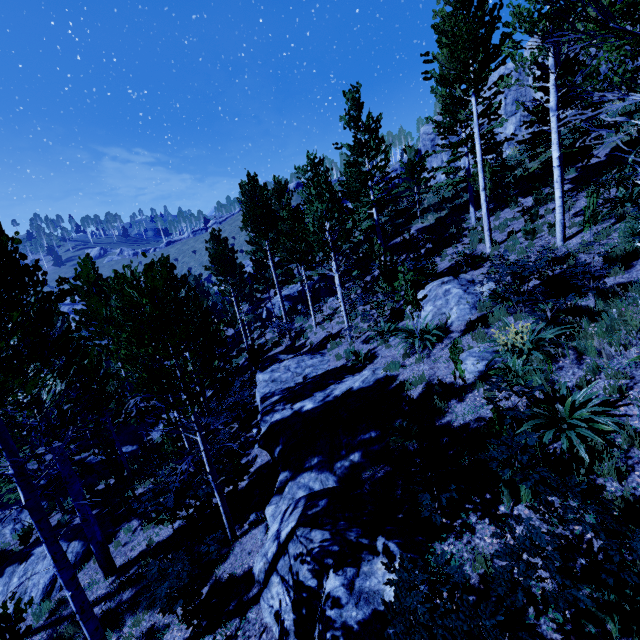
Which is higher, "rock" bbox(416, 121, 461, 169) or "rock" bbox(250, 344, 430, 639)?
"rock" bbox(416, 121, 461, 169)

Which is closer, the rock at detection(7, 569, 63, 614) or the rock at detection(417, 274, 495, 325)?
the rock at detection(7, 569, 63, 614)

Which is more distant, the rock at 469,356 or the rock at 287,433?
the rock at 469,356

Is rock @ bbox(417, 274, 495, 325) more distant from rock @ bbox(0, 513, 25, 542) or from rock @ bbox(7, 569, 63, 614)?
rock @ bbox(0, 513, 25, 542)

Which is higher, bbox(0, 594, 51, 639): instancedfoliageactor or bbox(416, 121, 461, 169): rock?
bbox(416, 121, 461, 169): rock

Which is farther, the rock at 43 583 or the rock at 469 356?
the rock at 43 583

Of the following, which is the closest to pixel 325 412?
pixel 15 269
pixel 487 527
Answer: pixel 487 527

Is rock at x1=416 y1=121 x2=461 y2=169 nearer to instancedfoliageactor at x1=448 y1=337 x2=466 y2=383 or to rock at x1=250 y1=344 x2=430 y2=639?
instancedfoliageactor at x1=448 y1=337 x2=466 y2=383
